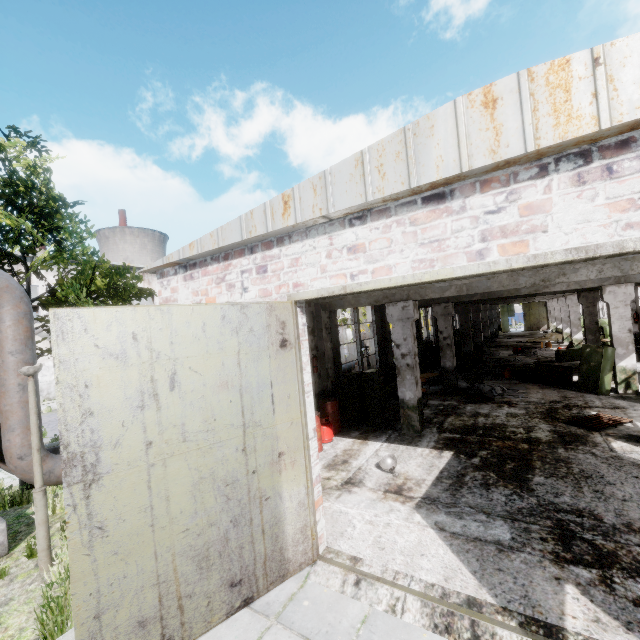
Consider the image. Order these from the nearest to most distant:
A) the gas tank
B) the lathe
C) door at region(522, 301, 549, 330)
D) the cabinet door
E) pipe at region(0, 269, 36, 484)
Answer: pipe at region(0, 269, 36, 484)
the gas tank
the cabinet door
the lathe
door at region(522, 301, 549, 330)

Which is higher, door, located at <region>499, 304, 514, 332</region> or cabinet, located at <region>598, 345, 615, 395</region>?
door, located at <region>499, 304, 514, 332</region>

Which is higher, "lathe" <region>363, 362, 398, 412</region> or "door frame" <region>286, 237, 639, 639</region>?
"door frame" <region>286, 237, 639, 639</region>

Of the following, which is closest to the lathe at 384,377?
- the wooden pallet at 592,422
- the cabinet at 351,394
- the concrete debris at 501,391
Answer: the cabinet at 351,394

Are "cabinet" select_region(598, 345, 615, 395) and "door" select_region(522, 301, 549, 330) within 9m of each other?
no

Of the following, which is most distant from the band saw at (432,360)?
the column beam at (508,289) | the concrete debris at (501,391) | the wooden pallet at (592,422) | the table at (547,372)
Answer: the wooden pallet at (592,422)

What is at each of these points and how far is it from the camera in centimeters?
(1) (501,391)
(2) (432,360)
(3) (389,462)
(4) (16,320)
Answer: (1) concrete debris, 1287cm
(2) band saw, 1769cm
(3) ceiling lamp, 715cm
(4) pipe, 613cm

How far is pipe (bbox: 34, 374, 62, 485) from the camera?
6.3m
